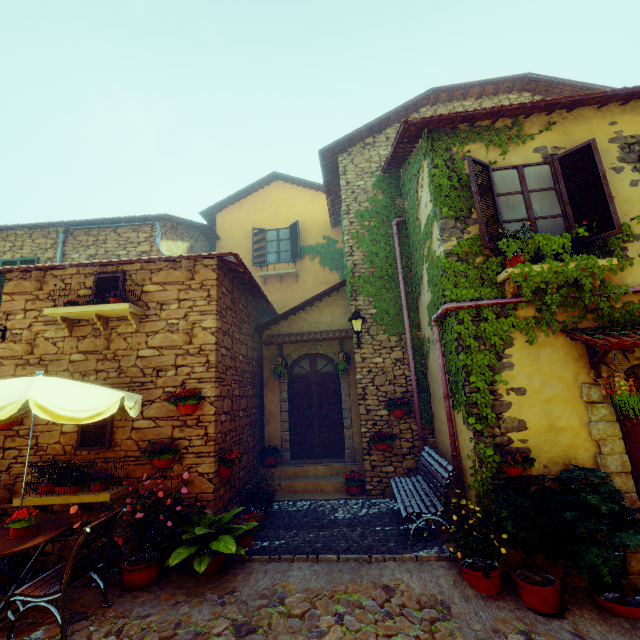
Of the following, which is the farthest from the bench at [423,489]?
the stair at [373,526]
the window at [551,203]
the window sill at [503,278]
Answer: the window at [551,203]

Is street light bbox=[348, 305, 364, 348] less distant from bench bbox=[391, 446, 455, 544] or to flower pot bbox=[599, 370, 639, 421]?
bench bbox=[391, 446, 455, 544]

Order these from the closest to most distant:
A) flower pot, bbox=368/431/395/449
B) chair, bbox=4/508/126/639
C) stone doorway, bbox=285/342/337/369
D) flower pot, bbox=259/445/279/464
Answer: chair, bbox=4/508/126/639 < flower pot, bbox=368/431/395/449 < flower pot, bbox=259/445/279/464 < stone doorway, bbox=285/342/337/369

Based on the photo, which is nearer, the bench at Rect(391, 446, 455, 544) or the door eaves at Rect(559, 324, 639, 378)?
the door eaves at Rect(559, 324, 639, 378)

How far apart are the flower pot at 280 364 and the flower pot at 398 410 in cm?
284

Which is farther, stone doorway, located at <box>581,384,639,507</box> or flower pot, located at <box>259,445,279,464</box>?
flower pot, located at <box>259,445,279,464</box>

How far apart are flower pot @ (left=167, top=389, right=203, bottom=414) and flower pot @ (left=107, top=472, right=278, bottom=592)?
1.5 meters

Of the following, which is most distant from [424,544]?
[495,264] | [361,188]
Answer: [361,188]
